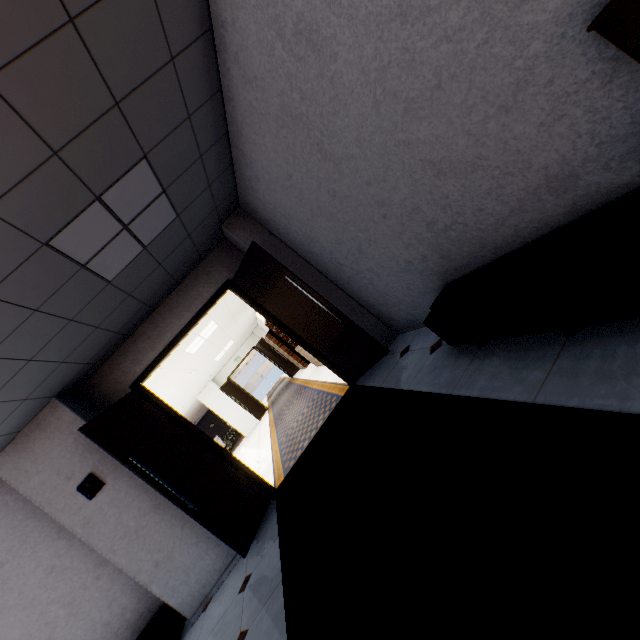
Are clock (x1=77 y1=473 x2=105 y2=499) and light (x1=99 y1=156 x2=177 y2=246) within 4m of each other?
yes

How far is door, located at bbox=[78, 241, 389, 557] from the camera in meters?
3.8 m

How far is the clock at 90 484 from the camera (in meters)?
3.78

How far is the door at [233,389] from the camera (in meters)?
15.02

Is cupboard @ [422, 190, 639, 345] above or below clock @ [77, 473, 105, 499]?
below

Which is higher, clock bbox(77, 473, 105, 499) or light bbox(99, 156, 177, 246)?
light bbox(99, 156, 177, 246)

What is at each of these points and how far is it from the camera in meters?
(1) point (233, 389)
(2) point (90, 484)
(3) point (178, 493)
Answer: (1) door, 15.3
(2) clock, 3.8
(3) door, 3.8

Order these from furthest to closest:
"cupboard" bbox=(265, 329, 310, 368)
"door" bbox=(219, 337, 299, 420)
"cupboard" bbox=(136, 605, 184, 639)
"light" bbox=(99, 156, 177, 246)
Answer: "door" bbox=(219, 337, 299, 420) → "cupboard" bbox=(265, 329, 310, 368) → "cupboard" bbox=(136, 605, 184, 639) → "light" bbox=(99, 156, 177, 246)
